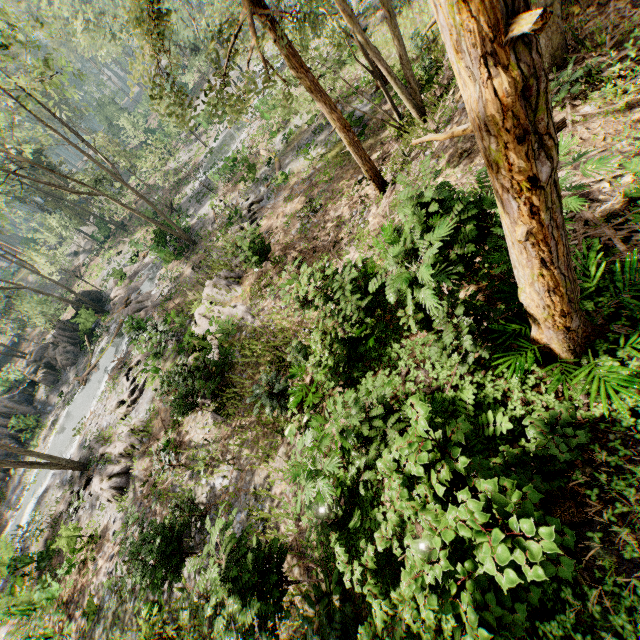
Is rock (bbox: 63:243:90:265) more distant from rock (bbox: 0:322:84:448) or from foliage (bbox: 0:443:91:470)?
rock (bbox: 0:322:84:448)

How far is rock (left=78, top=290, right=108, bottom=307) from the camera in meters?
33.5

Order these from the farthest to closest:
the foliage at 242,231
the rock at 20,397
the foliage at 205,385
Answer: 1. the rock at 20,397
2. the foliage at 242,231
3. the foliage at 205,385

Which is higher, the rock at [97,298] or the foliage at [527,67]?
the foliage at [527,67]

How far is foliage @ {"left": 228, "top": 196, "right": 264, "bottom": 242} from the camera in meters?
13.7 m

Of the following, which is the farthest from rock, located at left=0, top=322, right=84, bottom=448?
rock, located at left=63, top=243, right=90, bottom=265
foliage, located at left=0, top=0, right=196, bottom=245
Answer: rock, located at left=63, top=243, right=90, bottom=265

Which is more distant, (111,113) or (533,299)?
(111,113)

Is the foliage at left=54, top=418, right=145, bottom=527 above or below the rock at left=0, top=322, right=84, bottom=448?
Result: below
